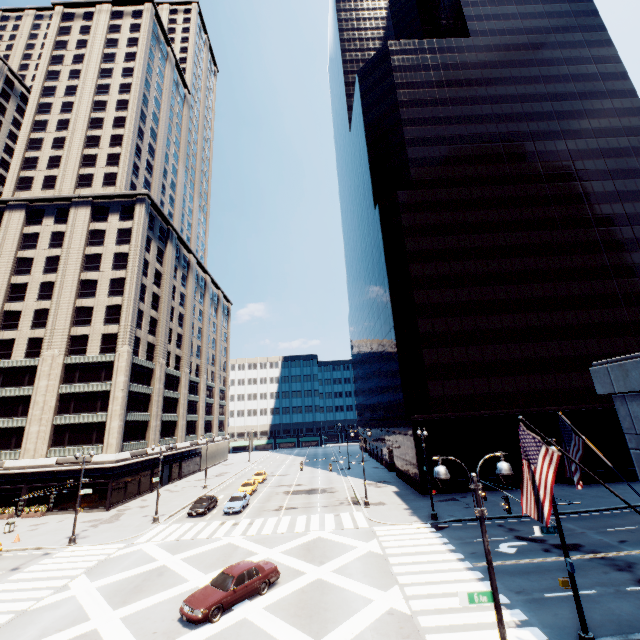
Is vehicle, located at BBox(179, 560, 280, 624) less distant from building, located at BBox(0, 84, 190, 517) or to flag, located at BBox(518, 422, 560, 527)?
flag, located at BBox(518, 422, 560, 527)

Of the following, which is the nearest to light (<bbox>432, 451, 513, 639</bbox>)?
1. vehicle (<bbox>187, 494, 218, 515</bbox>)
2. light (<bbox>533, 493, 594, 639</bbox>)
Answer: light (<bbox>533, 493, 594, 639</bbox>)

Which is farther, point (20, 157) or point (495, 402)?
point (20, 157)

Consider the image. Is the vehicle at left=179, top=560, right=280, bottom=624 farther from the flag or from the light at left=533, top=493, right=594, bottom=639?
the flag

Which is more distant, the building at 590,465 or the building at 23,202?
the building at 23,202

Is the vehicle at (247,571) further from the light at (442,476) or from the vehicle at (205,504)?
the vehicle at (205,504)

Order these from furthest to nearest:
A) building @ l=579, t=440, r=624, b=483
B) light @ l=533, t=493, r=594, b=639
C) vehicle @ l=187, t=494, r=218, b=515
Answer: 1. building @ l=579, t=440, r=624, b=483
2. vehicle @ l=187, t=494, r=218, b=515
3. light @ l=533, t=493, r=594, b=639

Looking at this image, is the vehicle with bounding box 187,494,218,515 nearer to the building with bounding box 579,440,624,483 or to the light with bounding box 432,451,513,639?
the building with bounding box 579,440,624,483
